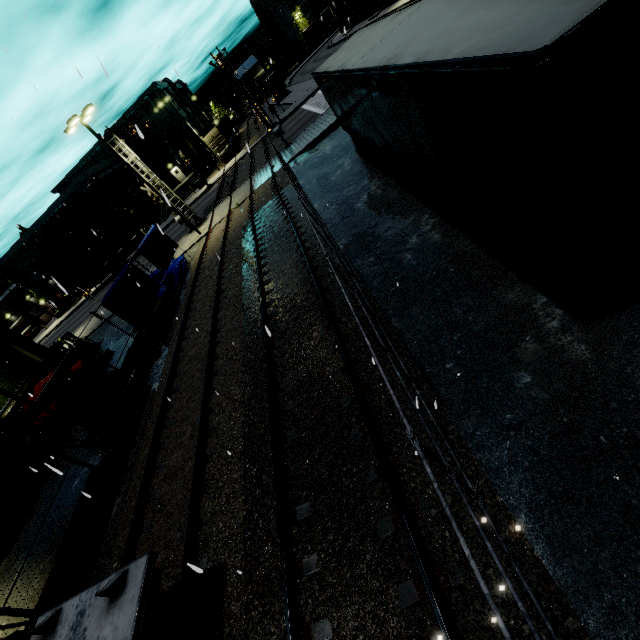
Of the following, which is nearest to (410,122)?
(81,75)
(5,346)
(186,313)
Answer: (81,75)

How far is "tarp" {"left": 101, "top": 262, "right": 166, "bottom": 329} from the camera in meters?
14.2 m

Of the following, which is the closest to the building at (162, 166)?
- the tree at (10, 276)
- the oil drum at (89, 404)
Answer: the tree at (10, 276)

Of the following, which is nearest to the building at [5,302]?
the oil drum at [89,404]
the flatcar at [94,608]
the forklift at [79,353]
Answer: the forklift at [79,353]

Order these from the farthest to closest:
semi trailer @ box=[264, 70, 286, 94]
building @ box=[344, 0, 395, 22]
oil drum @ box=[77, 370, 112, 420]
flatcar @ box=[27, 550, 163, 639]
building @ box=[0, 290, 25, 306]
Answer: building @ box=[0, 290, 25, 306] < semi trailer @ box=[264, 70, 286, 94] < building @ box=[344, 0, 395, 22] < oil drum @ box=[77, 370, 112, 420] < flatcar @ box=[27, 550, 163, 639]

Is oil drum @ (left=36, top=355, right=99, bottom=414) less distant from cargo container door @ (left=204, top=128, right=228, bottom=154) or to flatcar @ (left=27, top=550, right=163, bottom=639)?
flatcar @ (left=27, top=550, right=163, bottom=639)

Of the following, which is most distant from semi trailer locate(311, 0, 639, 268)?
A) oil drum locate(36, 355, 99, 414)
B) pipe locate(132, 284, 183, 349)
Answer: oil drum locate(36, 355, 99, 414)

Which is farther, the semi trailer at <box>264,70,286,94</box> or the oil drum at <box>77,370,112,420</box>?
the semi trailer at <box>264,70,286,94</box>
